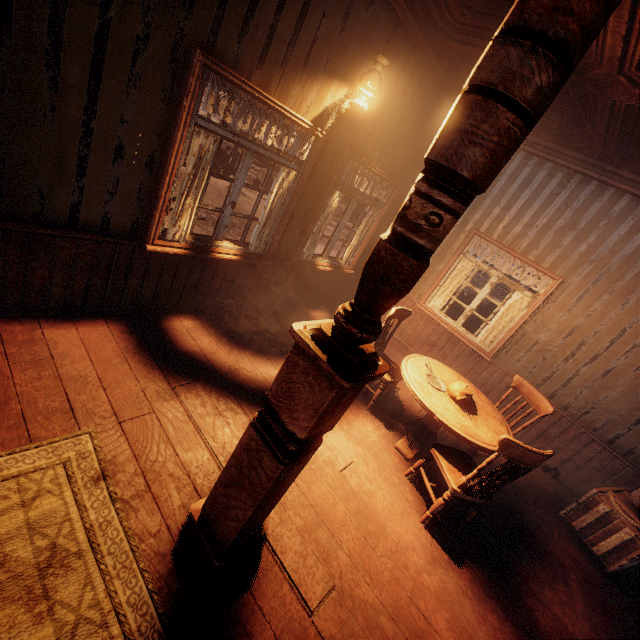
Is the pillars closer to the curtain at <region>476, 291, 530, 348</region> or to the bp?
the bp

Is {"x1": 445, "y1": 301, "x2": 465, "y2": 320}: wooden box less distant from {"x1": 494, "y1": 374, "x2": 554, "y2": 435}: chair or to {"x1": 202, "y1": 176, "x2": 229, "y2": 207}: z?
{"x1": 202, "y1": 176, "x2": 229, "y2": 207}: z

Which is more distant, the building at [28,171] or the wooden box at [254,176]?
the wooden box at [254,176]

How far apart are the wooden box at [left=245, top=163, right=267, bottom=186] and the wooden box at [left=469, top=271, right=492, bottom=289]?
12.1 meters

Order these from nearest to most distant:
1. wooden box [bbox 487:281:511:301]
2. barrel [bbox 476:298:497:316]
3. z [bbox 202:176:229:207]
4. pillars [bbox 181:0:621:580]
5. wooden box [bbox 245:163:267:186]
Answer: pillars [bbox 181:0:621:580]
barrel [bbox 476:298:497:316]
z [bbox 202:176:229:207]
wooden box [bbox 245:163:267:186]
wooden box [bbox 487:281:511:301]

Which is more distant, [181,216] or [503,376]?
[503,376]

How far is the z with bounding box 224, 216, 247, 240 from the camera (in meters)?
9.70

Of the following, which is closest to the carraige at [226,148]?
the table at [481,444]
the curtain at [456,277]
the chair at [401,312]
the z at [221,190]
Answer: the z at [221,190]
